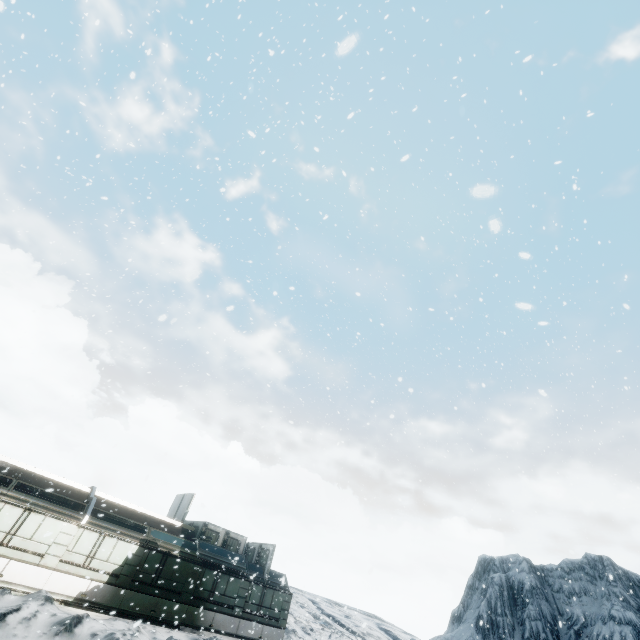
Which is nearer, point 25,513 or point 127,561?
point 25,513
